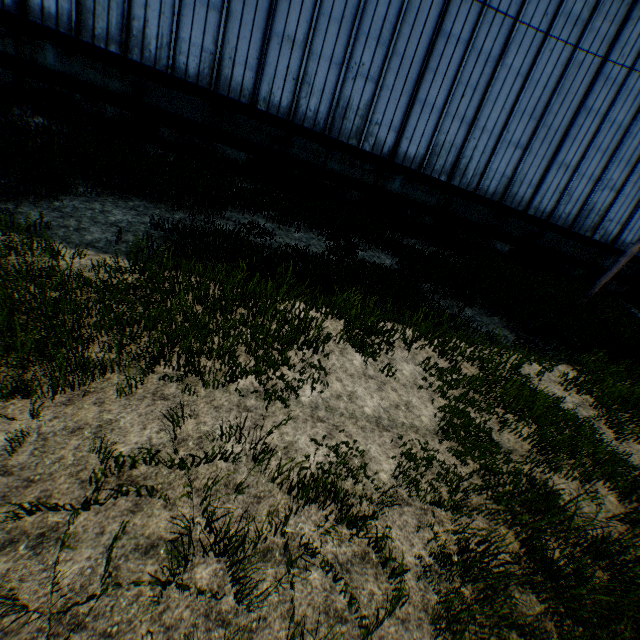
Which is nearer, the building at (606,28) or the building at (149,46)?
the building at (149,46)

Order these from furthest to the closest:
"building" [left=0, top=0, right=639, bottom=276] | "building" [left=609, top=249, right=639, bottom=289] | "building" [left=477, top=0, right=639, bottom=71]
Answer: "building" [left=609, top=249, right=639, bottom=289], "building" [left=477, top=0, right=639, bottom=71], "building" [left=0, top=0, right=639, bottom=276]

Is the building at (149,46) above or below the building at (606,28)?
below

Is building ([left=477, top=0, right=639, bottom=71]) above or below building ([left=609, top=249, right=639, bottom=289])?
above

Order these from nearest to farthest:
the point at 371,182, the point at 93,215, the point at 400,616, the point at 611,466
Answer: the point at 400,616
the point at 611,466
the point at 93,215
the point at 371,182

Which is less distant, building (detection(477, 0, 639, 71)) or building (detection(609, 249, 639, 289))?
building (detection(477, 0, 639, 71))
